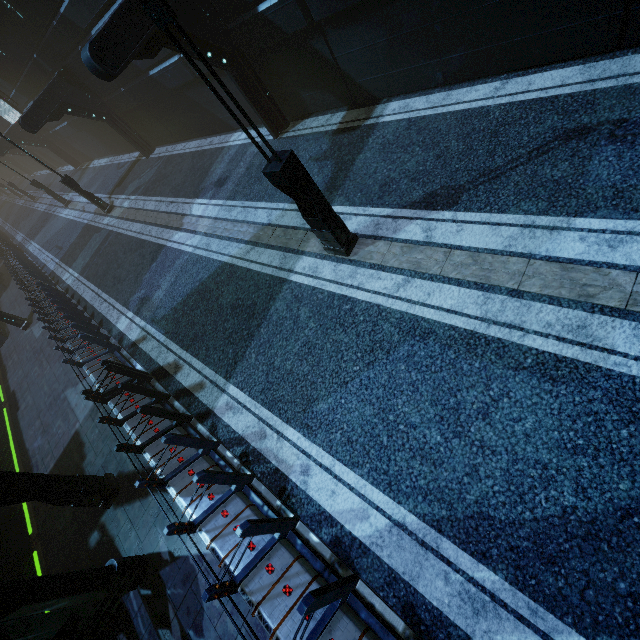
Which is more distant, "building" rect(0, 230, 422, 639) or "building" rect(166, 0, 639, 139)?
"building" rect(166, 0, 639, 139)

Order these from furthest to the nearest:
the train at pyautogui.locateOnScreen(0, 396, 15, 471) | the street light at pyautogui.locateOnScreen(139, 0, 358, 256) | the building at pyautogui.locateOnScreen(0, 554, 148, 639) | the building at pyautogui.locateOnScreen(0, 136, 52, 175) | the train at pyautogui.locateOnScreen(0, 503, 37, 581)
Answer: the building at pyautogui.locateOnScreen(0, 136, 52, 175) < the train at pyautogui.locateOnScreen(0, 396, 15, 471) < the train at pyautogui.locateOnScreen(0, 503, 37, 581) < the building at pyautogui.locateOnScreen(0, 554, 148, 639) < the street light at pyautogui.locateOnScreen(139, 0, 358, 256)

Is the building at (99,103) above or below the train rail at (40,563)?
above

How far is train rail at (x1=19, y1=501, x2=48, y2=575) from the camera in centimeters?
934cm

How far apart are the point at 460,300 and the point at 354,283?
2.2m

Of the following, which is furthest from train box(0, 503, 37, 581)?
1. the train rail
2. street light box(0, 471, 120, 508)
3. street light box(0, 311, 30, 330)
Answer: street light box(0, 311, 30, 330)

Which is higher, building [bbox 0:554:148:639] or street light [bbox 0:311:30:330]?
building [bbox 0:554:148:639]

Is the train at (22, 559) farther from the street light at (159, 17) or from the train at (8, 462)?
the street light at (159, 17)
